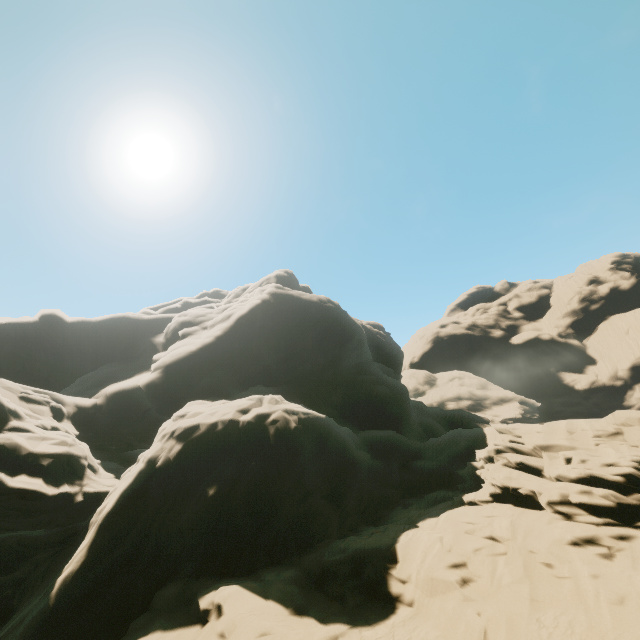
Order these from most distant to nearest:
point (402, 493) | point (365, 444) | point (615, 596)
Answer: point (365, 444) < point (402, 493) < point (615, 596)
